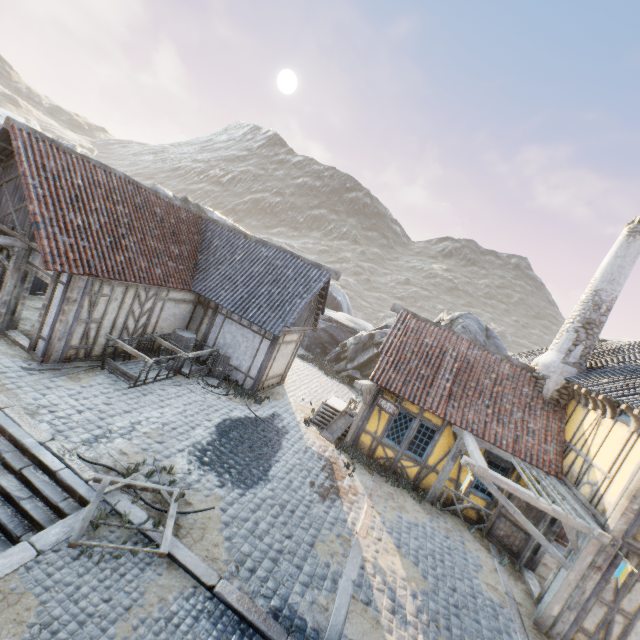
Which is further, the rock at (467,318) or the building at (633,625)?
the rock at (467,318)

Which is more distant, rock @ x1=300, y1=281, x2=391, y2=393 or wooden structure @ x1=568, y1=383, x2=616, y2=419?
rock @ x1=300, y1=281, x2=391, y2=393

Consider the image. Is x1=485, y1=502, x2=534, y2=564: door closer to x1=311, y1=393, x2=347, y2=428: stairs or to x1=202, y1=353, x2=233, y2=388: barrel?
x1=311, y1=393, x2=347, y2=428: stairs

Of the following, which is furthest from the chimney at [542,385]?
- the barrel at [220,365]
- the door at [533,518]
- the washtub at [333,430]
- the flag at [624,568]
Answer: the barrel at [220,365]

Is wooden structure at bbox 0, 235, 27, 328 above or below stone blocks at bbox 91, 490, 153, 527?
above

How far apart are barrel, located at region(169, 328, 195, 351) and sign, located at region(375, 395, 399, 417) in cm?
767

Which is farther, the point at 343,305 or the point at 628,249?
the point at 343,305

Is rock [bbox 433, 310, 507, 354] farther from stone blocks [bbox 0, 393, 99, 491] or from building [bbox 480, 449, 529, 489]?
building [bbox 480, 449, 529, 489]
